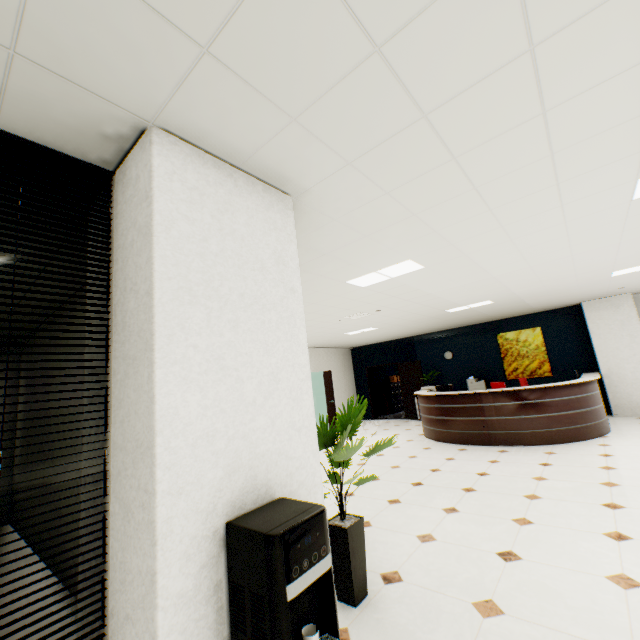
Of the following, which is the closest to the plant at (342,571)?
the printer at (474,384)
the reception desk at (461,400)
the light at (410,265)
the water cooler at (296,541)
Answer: the water cooler at (296,541)

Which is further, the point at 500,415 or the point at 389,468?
the point at 500,415

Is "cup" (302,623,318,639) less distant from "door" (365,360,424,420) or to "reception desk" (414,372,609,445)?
"reception desk" (414,372,609,445)

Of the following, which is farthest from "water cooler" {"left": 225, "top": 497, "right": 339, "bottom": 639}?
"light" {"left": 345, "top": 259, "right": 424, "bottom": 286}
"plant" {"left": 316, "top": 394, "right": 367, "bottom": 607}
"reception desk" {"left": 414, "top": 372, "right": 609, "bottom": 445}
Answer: "reception desk" {"left": 414, "top": 372, "right": 609, "bottom": 445}

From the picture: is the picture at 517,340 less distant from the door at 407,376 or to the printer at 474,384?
the printer at 474,384

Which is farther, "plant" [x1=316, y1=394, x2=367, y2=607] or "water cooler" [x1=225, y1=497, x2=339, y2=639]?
"plant" [x1=316, y1=394, x2=367, y2=607]

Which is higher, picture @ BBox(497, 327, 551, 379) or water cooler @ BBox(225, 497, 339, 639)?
picture @ BBox(497, 327, 551, 379)

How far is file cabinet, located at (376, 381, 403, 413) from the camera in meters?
14.3
